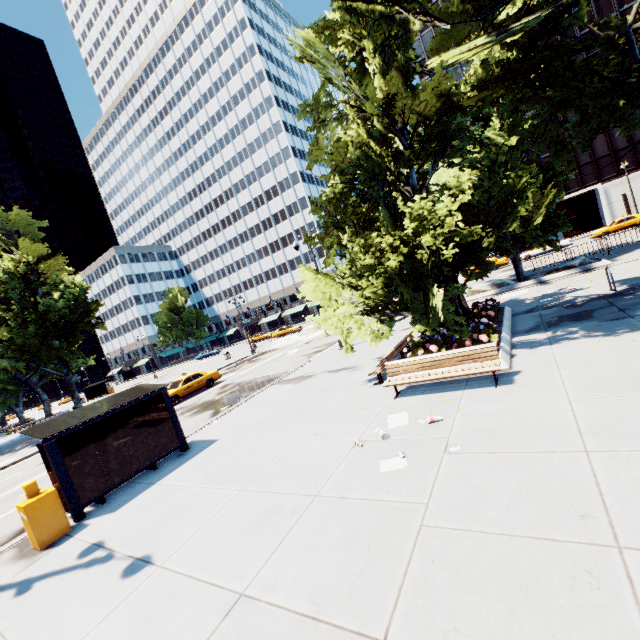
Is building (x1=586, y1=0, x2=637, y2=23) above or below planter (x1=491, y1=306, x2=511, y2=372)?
above

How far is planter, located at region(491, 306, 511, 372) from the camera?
8.3m

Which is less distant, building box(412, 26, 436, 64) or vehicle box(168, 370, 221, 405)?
vehicle box(168, 370, 221, 405)

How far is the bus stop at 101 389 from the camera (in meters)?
51.53

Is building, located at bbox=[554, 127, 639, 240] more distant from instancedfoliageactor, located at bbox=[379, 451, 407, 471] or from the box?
the box

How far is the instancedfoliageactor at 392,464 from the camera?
5.7m

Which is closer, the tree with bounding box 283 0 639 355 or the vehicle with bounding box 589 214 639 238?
the tree with bounding box 283 0 639 355

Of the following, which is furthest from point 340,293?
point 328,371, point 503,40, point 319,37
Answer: point 319,37
